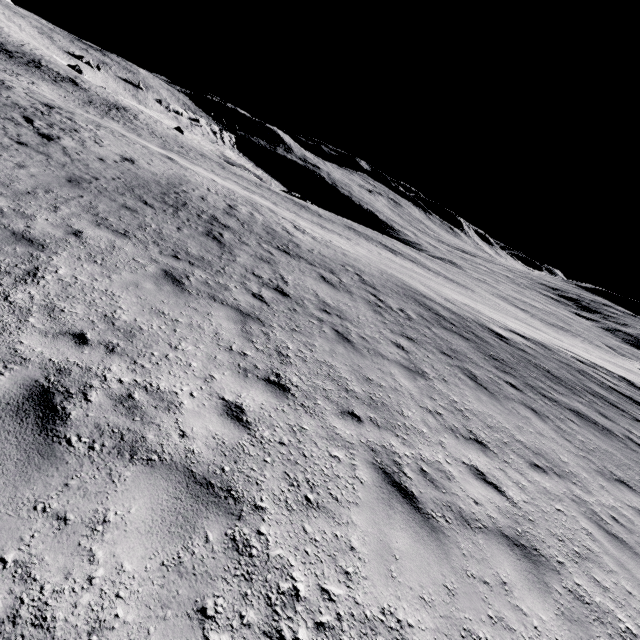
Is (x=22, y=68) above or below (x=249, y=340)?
below
